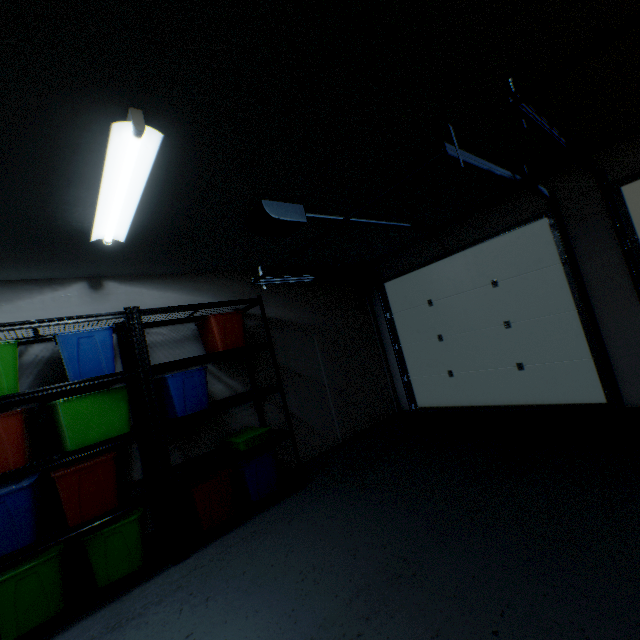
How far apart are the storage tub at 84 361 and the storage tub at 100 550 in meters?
1.0 m

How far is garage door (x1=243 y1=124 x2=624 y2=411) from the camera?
2.9 meters

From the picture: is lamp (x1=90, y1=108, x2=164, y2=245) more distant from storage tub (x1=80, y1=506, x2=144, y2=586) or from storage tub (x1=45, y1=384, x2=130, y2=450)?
storage tub (x1=80, y1=506, x2=144, y2=586)

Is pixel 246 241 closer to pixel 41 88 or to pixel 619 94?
pixel 41 88

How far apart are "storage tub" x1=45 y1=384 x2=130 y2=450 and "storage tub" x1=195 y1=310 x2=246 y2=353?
0.8 meters

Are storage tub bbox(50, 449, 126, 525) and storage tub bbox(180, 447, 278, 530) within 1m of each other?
yes

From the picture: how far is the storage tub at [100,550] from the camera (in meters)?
2.18

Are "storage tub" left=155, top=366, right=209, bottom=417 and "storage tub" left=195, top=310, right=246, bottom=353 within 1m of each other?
yes
